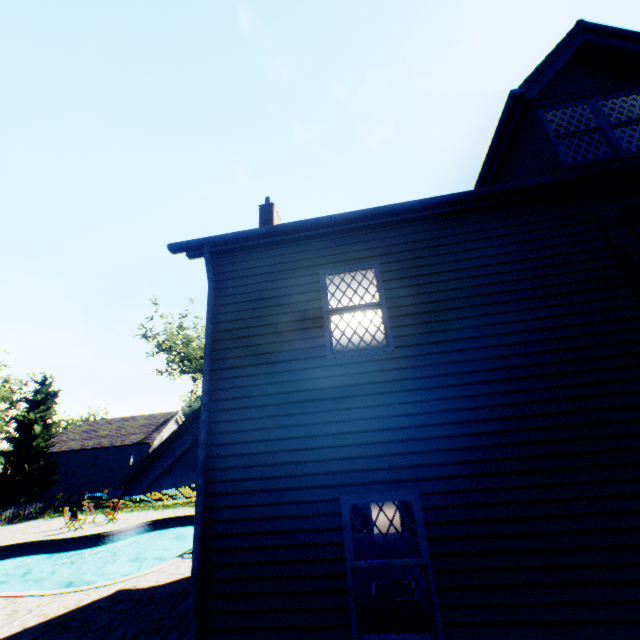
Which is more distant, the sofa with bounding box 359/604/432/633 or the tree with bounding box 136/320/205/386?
the tree with bounding box 136/320/205/386

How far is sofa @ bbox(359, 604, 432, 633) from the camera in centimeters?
425cm

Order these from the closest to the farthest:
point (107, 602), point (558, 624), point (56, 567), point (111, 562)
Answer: point (558, 624), point (107, 602), point (56, 567), point (111, 562)

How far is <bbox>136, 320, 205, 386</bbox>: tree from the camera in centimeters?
3762cm

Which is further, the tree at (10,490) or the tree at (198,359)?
the tree at (198,359)

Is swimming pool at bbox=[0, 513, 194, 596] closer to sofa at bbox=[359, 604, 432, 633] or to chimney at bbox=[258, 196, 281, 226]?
chimney at bbox=[258, 196, 281, 226]

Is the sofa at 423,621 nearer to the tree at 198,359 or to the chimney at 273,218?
the chimney at 273,218

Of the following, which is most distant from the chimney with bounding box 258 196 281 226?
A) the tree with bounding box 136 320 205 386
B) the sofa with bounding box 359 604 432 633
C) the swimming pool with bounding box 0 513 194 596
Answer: the tree with bounding box 136 320 205 386
